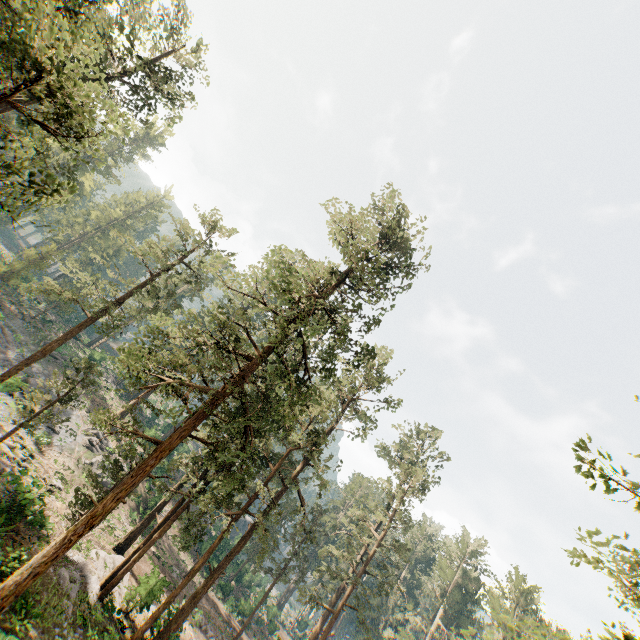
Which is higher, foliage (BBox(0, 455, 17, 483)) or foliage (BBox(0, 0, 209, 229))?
foliage (BBox(0, 0, 209, 229))

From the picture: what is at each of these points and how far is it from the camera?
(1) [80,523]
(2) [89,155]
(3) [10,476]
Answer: (1) foliage, 14.30m
(2) foliage, 57.78m
(3) foliage, 21.97m

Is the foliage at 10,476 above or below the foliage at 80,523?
below

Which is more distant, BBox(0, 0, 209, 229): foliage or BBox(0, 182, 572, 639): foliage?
BBox(0, 182, 572, 639): foliage

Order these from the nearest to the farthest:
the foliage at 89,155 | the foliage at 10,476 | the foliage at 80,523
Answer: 1. the foliage at 89,155
2. the foliage at 80,523
3. the foliage at 10,476

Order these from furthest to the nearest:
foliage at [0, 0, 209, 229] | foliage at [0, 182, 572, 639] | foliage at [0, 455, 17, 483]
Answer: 1. foliage at [0, 455, 17, 483]
2. foliage at [0, 182, 572, 639]
3. foliage at [0, 0, 209, 229]
